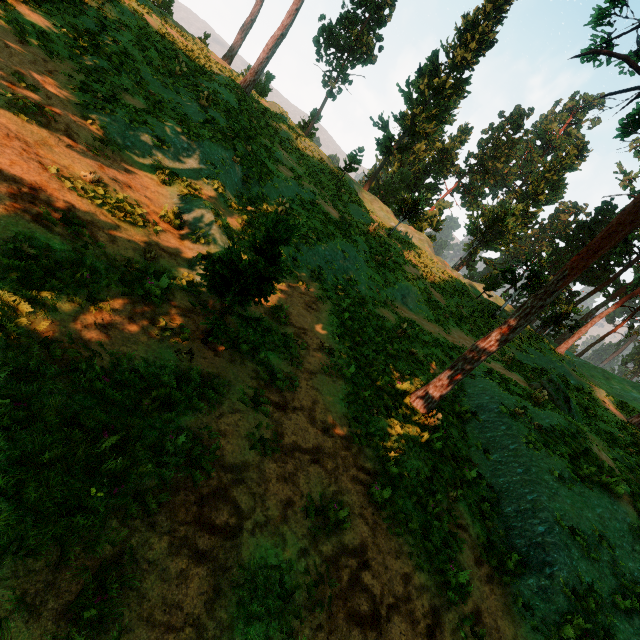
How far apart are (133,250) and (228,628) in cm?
795

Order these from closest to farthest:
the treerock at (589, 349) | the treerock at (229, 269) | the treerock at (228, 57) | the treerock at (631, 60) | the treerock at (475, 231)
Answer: the treerock at (229, 269), the treerock at (631, 60), the treerock at (228, 57), the treerock at (475, 231), the treerock at (589, 349)

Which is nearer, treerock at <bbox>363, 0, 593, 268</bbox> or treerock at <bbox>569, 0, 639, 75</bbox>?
treerock at <bbox>569, 0, 639, 75</bbox>

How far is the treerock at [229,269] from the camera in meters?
6.3 m

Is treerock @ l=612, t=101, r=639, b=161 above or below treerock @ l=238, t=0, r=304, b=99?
above

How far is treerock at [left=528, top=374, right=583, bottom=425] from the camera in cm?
1459

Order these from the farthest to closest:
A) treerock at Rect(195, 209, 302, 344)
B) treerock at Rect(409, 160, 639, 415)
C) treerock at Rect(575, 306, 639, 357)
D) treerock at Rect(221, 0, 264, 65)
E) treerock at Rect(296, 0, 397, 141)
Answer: treerock at Rect(575, 306, 639, 357) → treerock at Rect(296, 0, 397, 141) → treerock at Rect(221, 0, 264, 65) → treerock at Rect(409, 160, 639, 415) → treerock at Rect(195, 209, 302, 344)
